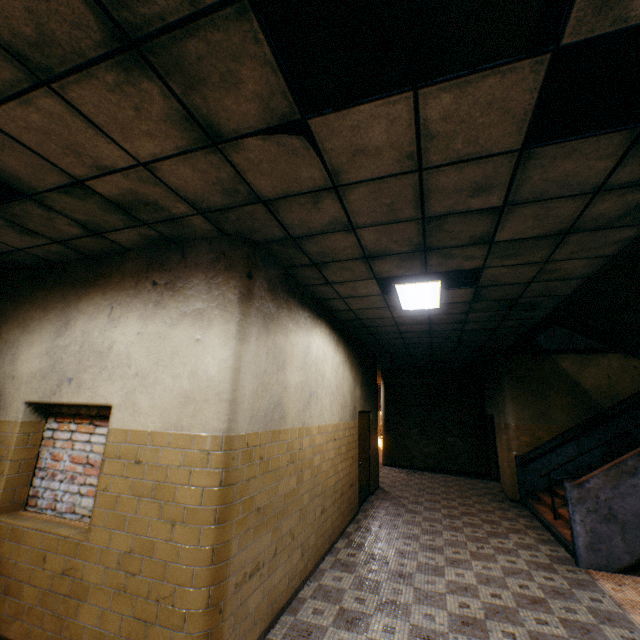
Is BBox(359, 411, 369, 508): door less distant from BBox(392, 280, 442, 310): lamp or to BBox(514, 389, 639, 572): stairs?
BBox(392, 280, 442, 310): lamp

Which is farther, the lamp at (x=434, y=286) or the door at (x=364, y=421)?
the door at (x=364, y=421)

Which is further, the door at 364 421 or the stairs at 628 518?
the door at 364 421

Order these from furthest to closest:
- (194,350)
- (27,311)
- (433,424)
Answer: (433,424) < (27,311) < (194,350)

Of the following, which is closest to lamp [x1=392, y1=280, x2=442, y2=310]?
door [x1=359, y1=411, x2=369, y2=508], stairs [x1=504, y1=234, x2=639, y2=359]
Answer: stairs [x1=504, y1=234, x2=639, y2=359]

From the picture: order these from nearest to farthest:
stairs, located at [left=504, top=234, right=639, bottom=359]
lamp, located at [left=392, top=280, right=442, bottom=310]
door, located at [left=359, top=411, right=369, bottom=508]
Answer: stairs, located at [left=504, top=234, right=639, bottom=359]
lamp, located at [left=392, top=280, right=442, bottom=310]
door, located at [left=359, top=411, right=369, bottom=508]
